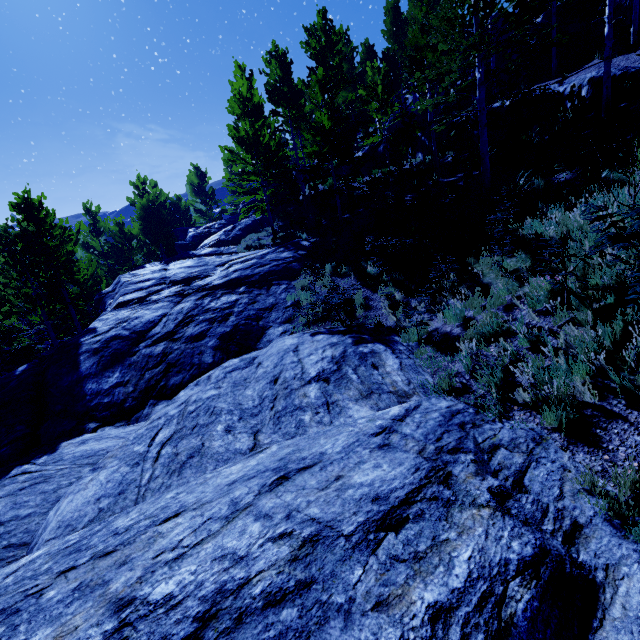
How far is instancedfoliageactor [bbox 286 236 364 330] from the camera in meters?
8.9 m

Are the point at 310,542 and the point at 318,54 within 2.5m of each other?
no

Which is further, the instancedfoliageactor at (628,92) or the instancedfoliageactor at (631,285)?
the instancedfoliageactor at (628,92)

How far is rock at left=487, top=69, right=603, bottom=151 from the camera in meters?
12.1

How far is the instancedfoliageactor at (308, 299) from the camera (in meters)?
8.86

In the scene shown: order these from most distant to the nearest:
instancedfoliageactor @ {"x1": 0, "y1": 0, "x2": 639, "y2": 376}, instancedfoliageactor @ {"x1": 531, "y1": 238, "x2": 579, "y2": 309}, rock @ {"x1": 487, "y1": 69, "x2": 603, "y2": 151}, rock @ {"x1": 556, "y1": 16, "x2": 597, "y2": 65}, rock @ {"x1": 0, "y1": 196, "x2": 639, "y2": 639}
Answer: rock @ {"x1": 556, "y1": 16, "x2": 597, "y2": 65} → rock @ {"x1": 487, "y1": 69, "x2": 603, "y2": 151} → instancedfoliageactor @ {"x1": 0, "y1": 0, "x2": 639, "y2": 376} → instancedfoliageactor @ {"x1": 531, "y1": 238, "x2": 579, "y2": 309} → rock @ {"x1": 0, "y1": 196, "x2": 639, "y2": 639}

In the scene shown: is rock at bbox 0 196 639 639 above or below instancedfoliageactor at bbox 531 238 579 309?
below
